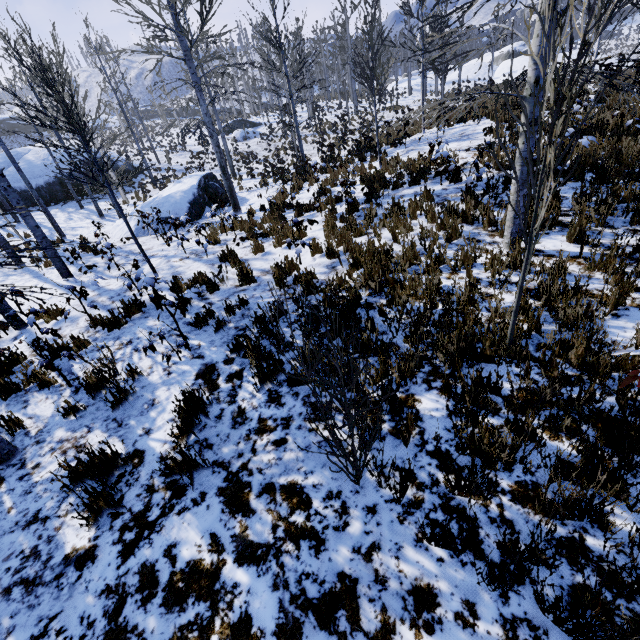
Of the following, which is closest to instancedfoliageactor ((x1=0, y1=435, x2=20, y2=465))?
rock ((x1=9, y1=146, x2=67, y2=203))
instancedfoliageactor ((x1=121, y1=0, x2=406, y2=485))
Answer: instancedfoliageactor ((x1=121, y1=0, x2=406, y2=485))

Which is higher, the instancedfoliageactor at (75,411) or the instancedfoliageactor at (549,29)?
the instancedfoliageactor at (549,29)

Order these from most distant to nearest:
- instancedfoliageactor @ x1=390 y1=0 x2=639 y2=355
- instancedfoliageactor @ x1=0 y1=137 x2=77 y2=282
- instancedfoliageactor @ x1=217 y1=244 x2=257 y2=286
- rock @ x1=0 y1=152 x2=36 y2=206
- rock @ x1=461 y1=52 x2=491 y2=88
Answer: rock @ x1=461 y1=52 x2=491 y2=88 < rock @ x1=0 y1=152 x2=36 y2=206 < instancedfoliageactor @ x1=217 y1=244 x2=257 y2=286 < instancedfoliageactor @ x1=0 y1=137 x2=77 y2=282 < instancedfoliageactor @ x1=390 y1=0 x2=639 y2=355

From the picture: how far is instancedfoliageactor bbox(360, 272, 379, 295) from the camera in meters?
4.7

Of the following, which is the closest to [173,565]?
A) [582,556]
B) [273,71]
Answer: [582,556]

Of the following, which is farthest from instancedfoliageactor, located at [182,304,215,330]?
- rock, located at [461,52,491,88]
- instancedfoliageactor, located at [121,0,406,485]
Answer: rock, located at [461,52,491,88]

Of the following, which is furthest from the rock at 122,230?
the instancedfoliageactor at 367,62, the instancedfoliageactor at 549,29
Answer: the instancedfoliageactor at 549,29

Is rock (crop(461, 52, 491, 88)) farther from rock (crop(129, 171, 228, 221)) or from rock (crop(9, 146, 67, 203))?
rock (crop(129, 171, 228, 221))
